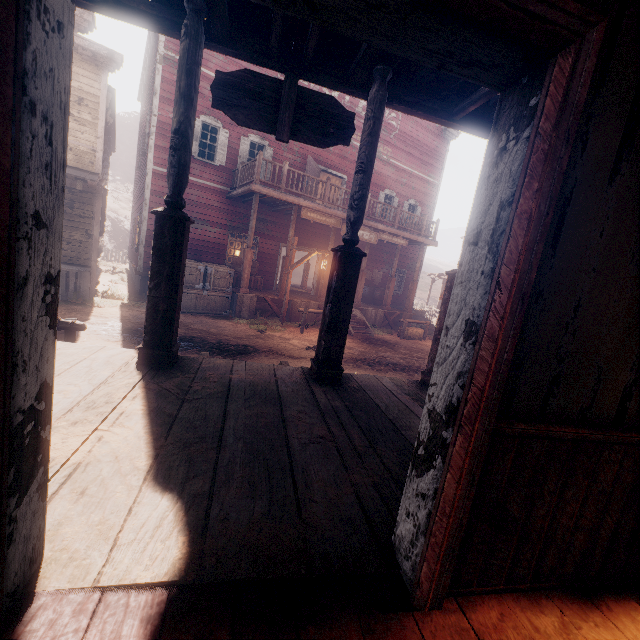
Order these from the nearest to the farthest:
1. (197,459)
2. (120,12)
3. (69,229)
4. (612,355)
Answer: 1. (612,355)
2. (197,459)
3. (120,12)
4. (69,229)

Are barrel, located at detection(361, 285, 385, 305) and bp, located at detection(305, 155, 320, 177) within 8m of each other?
yes

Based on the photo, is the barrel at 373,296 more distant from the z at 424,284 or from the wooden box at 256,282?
the wooden box at 256,282

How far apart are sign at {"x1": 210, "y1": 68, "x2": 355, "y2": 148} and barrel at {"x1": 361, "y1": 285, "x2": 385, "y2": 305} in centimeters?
1398cm

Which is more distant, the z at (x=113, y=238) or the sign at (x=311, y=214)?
the sign at (x=311, y=214)

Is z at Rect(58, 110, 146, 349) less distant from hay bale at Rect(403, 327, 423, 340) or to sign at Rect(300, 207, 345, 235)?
hay bale at Rect(403, 327, 423, 340)

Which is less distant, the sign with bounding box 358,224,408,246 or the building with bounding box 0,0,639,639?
the building with bounding box 0,0,639,639

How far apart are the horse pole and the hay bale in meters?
12.0
